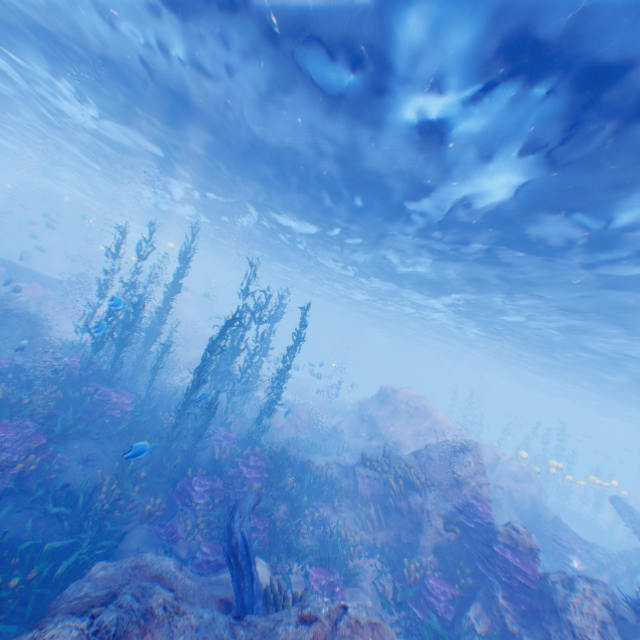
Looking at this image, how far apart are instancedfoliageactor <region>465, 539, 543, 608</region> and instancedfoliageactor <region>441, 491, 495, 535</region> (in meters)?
0.46

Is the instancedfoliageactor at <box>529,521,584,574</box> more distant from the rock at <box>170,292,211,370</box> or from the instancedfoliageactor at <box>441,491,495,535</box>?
the instancedfoliageactor at <box>441,491,495,535</box>

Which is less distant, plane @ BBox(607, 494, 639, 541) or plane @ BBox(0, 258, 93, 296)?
plane @ BBox(607, 494, 639, 541)

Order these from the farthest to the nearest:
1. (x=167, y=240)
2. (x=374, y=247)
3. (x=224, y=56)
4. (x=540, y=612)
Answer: (x=167, y=240) → (x=374, y=247) → (x=224, y=56) → (x=540, y=612)

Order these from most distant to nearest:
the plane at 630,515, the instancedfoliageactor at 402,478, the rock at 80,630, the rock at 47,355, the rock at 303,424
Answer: the rock at 303,424 → the plane at 630,515 → the rock at 47,355 → the instancedfoliageactor at 402,478 → the rock at 80,630

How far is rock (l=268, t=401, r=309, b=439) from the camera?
19.7 meters

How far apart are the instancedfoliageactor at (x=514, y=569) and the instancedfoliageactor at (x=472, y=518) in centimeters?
46cm

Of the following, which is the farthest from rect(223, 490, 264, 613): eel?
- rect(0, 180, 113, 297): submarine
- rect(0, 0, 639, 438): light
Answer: rect(0, 0, 639, 438): light
